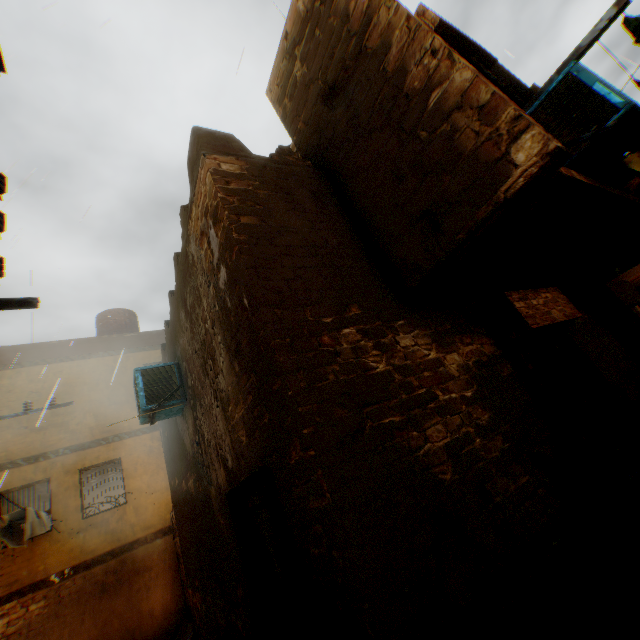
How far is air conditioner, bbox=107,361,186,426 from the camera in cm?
549

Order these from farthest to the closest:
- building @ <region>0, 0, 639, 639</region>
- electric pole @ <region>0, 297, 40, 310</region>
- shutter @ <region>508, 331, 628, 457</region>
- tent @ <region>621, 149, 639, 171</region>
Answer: tent @ <region>621, 149, 639, 171</region> → shutter @ <region>508, 331, 628, 457</region> → building @ <region>0, 0, 639, 639</region> → electric pole @ <region>0, 297, 40, 310</region>

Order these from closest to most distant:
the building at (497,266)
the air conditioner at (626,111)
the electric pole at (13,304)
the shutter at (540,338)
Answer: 1. the electric pole at (13,304)
2. the building at (497,266)
3. the air conditioner at (626,111)
4. the shutter at (540,338)

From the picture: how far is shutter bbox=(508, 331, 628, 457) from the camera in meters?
3.7

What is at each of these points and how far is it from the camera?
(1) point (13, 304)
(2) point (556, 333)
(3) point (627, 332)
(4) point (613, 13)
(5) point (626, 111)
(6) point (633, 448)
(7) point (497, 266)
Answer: (1) electric pole, 1.7 meters
(2) shutter, 4.6 meters
(3) shutter, 6.2 meters
(4) dryer, 3.4 meters
(5) air conditioner, 2.9 meters
(6) building, 4.1 meters
(7) building, 4.1 meters

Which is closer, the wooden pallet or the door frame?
the wooden pallet

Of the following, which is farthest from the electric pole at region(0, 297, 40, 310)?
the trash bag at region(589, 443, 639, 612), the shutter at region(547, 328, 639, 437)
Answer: the shutter at region(547, 328, 639, 437)

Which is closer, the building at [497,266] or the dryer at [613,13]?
the building at [497,266]
